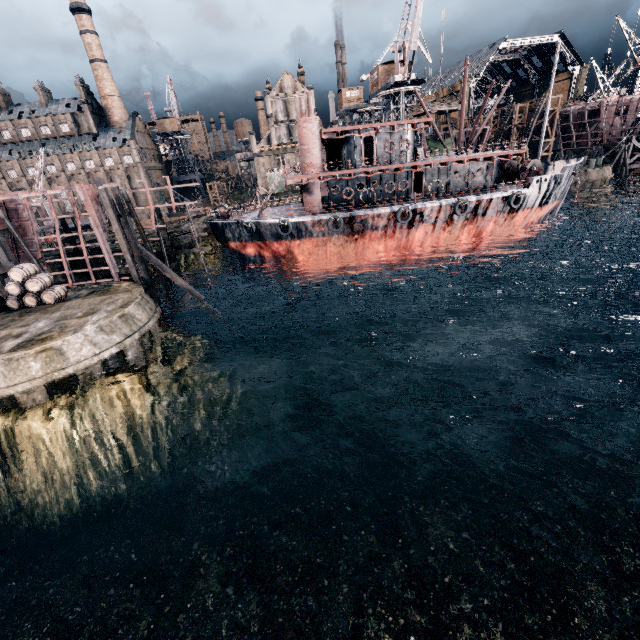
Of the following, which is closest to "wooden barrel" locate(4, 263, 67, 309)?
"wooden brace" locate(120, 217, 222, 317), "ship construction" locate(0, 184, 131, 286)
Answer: "wooden brace" locate(120, 217, 222, 317)

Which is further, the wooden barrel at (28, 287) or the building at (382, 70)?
the building at (382, 70)

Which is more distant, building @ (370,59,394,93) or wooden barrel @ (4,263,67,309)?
building @ (370,59,394,93)

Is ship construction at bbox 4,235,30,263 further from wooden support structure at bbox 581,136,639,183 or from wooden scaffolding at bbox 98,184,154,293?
wooden support structure at bbox 581,136,639,183

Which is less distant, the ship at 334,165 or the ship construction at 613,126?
the ship at 334,165

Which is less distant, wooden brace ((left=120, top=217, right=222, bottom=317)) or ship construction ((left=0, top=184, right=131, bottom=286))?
wooden brace ((left=120, top=217, right=222, bottom=317))

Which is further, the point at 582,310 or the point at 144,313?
the point at 582,310

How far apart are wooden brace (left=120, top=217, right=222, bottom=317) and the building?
43.62m
